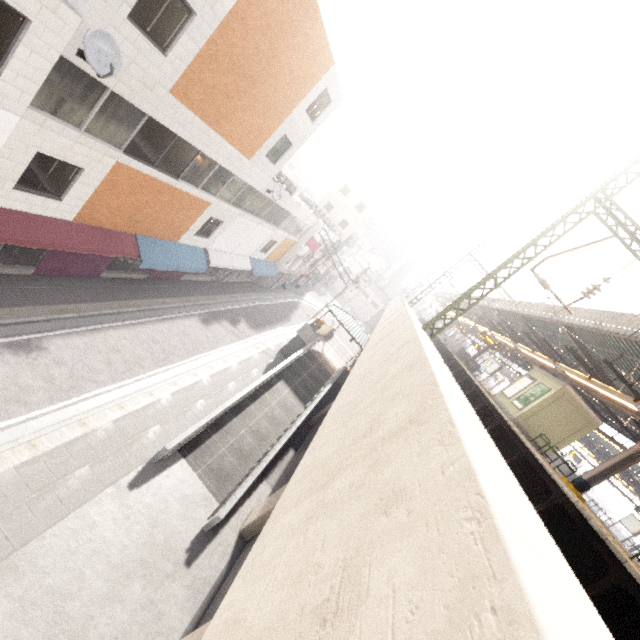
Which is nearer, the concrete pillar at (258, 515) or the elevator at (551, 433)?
the concrete pillar at (258, 515)

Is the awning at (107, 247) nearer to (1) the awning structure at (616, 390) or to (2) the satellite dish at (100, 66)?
(2) the satellite dish at (100, 66)

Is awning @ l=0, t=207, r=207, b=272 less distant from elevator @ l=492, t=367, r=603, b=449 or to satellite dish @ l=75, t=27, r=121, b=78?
satellite dish @ l=75, t=27, r=121, b=78

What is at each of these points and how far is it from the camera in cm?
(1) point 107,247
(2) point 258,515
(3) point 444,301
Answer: (1) awning, 1348
(2) concrete pillar, 1212
(3) awning structure, 5122

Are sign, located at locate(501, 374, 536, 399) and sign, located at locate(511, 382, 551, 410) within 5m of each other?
yes

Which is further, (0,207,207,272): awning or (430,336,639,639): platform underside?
(0,207,207,272): awning

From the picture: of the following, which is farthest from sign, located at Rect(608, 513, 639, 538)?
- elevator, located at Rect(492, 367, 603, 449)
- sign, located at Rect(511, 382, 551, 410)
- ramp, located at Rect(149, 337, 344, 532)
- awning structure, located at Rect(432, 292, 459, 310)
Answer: ramp, located at Rect(149, 337, 344, 532)

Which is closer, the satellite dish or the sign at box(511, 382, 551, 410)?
the satellite dish
